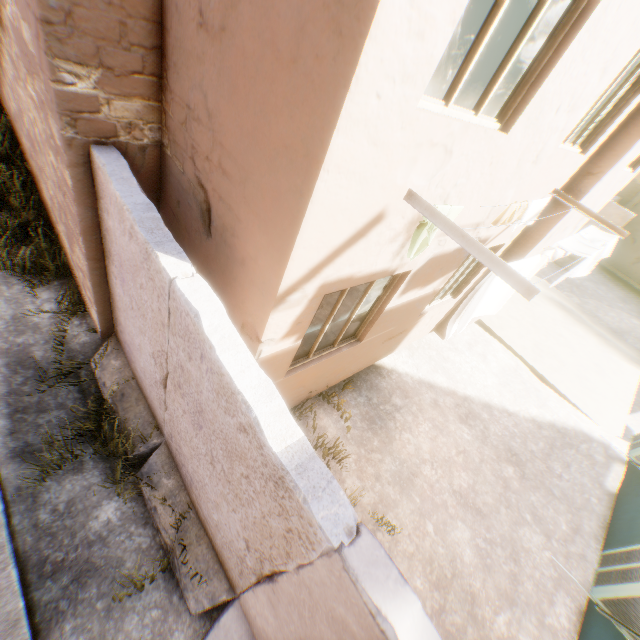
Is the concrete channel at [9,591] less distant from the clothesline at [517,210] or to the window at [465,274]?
the clothesline at [517,210]

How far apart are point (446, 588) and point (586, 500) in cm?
435

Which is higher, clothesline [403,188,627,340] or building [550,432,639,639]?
clothesline [403,188,627,340]

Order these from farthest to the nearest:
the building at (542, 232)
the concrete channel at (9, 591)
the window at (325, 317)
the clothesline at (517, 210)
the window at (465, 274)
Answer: the window at (465, 274), the building at (542, 232), the clothesline at (517, 210), the window at (325, 317), the concrete channel at (9, 591)

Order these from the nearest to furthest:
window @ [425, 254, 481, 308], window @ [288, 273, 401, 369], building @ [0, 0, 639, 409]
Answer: building @ [0, 0, 639, 409]
window @ [288, 273, 401, 369]
window @ [425, 254, 481, 308]

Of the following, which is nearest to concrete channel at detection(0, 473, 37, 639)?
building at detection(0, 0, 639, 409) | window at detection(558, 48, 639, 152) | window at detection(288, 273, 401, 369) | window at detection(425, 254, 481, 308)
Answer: building at detection(0, 0, 639, 409)

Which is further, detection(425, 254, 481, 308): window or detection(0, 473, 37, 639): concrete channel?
detection(425, 254, 481, 308): window

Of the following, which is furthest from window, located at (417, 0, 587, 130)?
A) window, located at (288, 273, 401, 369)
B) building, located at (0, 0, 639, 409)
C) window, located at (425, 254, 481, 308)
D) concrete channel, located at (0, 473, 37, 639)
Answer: concrete channel, located at (0, 473, 37, 639)
